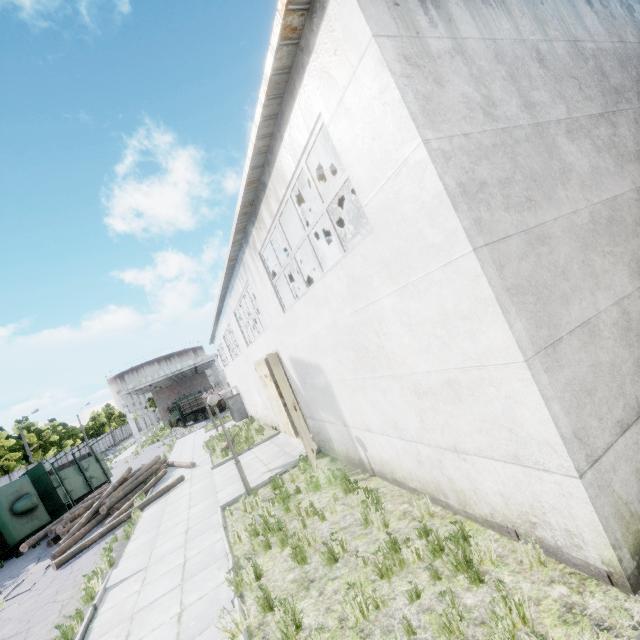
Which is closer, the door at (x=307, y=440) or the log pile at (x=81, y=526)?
the door at (x=307, y=440)

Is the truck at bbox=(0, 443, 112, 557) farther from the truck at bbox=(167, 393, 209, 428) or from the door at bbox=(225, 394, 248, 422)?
the truck at bbox=(167, 393, 209, 428)

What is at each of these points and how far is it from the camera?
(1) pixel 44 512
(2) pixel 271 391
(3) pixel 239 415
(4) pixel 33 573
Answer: (1) truck, 16.5 meters
(2) door, 15.6 meters
(3) door, 27.7 meters
(4) asphalt debris, 11.5 meters

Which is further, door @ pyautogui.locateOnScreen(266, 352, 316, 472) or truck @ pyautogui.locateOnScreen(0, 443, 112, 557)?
truck @ pyautogui.locateOnScreen(0, 443, 112, 557)

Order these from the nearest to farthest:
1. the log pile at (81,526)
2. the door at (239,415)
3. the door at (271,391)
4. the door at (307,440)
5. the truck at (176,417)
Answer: the door at (307,440) < the log pile at (81,526) < the door at (271,391) < the door at (239,415) < the truck at (176,417)

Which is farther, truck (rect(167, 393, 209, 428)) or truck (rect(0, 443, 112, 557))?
truck (rect(167, 393, 209, 428))

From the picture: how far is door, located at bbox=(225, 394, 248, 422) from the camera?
27.6m

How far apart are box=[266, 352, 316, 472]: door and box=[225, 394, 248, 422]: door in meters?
17.5 m
